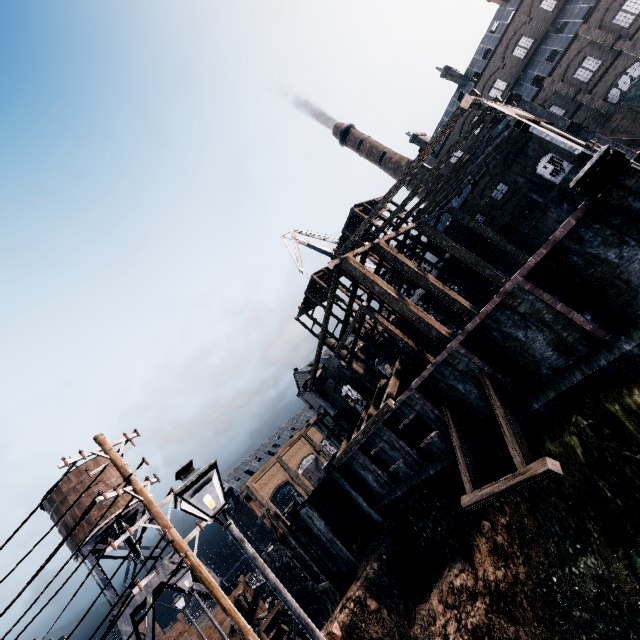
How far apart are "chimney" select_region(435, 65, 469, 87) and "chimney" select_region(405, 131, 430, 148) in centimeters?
755cm

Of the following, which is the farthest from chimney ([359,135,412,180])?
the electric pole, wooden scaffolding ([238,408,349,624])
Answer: the electric pole

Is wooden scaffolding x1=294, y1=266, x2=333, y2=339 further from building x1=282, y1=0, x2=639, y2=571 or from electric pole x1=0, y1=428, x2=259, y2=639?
electric pole x1=0, y1=428, x2=259, y2=639

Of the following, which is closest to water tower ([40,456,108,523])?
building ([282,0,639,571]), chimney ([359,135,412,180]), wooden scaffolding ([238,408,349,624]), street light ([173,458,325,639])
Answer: wooden scaffolding ([238,408,349,624])

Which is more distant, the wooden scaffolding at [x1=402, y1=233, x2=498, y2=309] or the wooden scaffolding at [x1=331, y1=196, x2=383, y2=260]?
the wooden scaffolding at [x1=331, y1=196, x2=383, y2=260]

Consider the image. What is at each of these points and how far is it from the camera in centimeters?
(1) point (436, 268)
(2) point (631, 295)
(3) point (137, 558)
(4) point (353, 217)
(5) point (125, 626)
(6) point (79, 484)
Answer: (1) wooden scaffolding, 3481cm
(2) building, 1167cm
(3) water tower, 2994cm
(4) wooden scaffolding, 4025cm
(5) water tower, 2739cm
(6) water tower, 3266cm

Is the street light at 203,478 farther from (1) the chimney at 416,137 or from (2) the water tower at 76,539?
(1) the chimney at 416,137

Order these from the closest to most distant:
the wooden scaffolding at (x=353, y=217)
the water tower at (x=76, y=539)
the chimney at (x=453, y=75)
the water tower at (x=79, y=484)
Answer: the water tower at (x=76, y=539)
the water tower at (x=79, y=484)
the wooden scaffolding at (x=353, y=217)
the chimney at (x=453, y=75)
